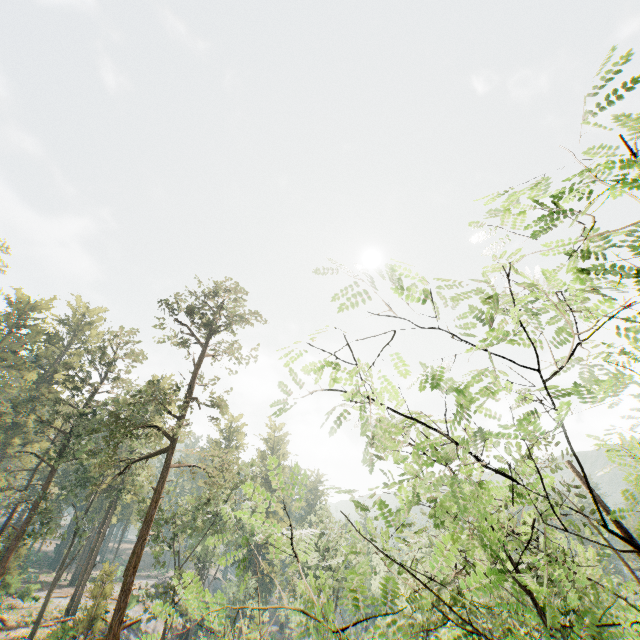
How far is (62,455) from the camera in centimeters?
3412cm
